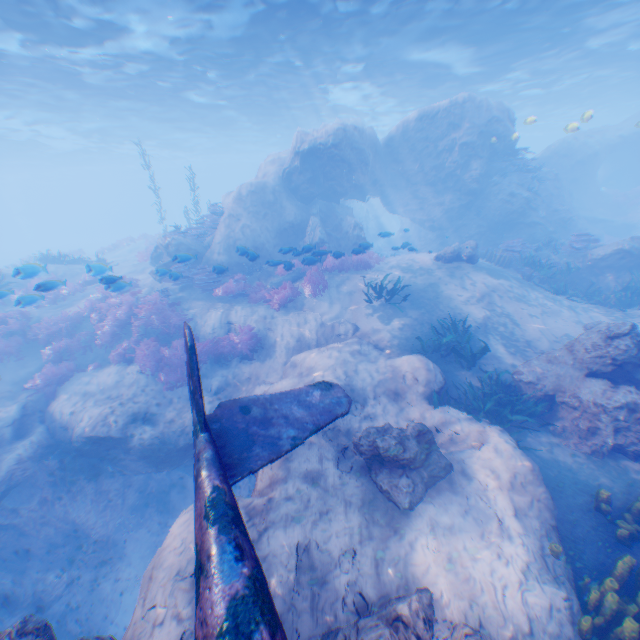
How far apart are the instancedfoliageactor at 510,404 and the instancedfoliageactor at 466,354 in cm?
113

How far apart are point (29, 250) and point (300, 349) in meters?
63.5

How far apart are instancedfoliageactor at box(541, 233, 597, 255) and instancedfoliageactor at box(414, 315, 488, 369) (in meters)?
9.79

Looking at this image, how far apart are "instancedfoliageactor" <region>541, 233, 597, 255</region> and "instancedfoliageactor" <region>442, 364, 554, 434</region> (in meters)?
11.12

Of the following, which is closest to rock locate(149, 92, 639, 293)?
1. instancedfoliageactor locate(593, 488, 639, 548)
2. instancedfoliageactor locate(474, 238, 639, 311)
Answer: instancedfoliageactor locate(474, 238, 639, 311)

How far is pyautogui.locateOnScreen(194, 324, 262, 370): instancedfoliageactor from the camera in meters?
12.2 m

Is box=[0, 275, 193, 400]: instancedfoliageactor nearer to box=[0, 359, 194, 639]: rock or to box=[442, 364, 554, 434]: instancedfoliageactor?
box=[0, 359, 194, 639]: rock

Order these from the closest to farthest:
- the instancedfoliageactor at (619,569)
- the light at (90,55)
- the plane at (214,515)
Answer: the plane at (214,515) → the instancedfoliageactor at (619,569) → the light at (90,55)
